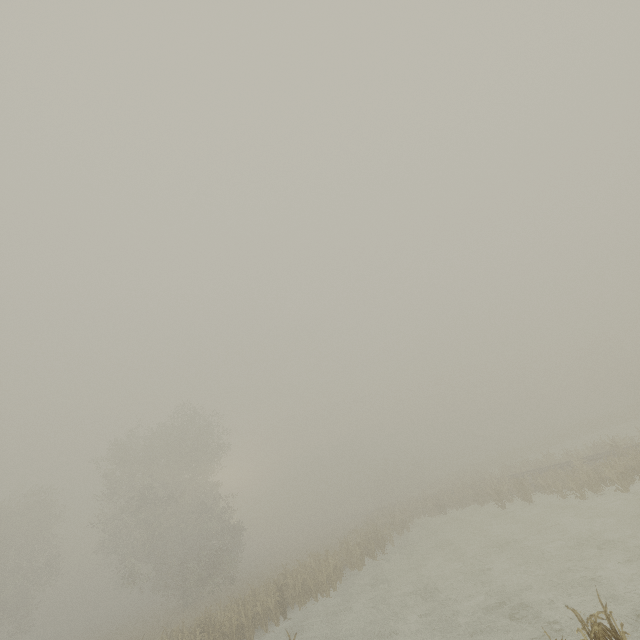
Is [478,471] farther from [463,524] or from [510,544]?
[510,544]
